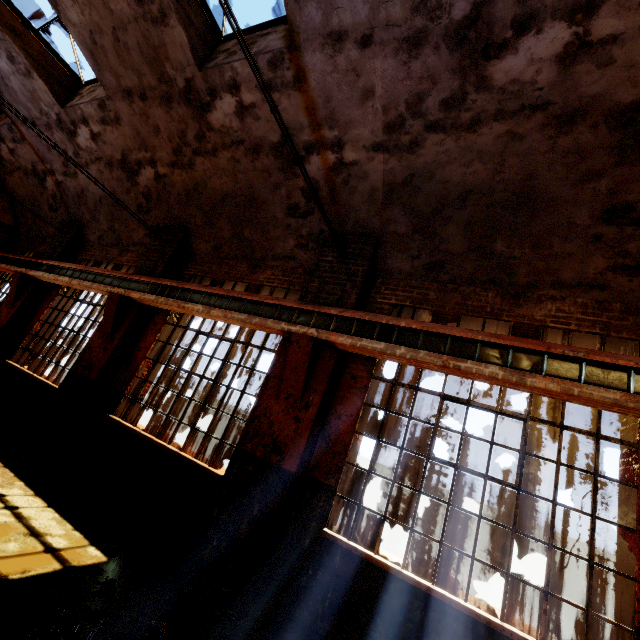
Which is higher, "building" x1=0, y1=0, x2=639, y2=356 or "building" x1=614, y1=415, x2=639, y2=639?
"building" x1=0, y1=0, x2=639, y2=356

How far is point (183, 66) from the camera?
5.9 meters

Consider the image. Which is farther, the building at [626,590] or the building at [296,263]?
the building at [296,263]

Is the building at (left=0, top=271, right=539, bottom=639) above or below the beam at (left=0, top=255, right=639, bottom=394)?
below

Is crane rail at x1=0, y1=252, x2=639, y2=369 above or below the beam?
above

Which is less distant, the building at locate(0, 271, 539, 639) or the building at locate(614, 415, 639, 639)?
the building at locate(614, 415, 639, 639)
